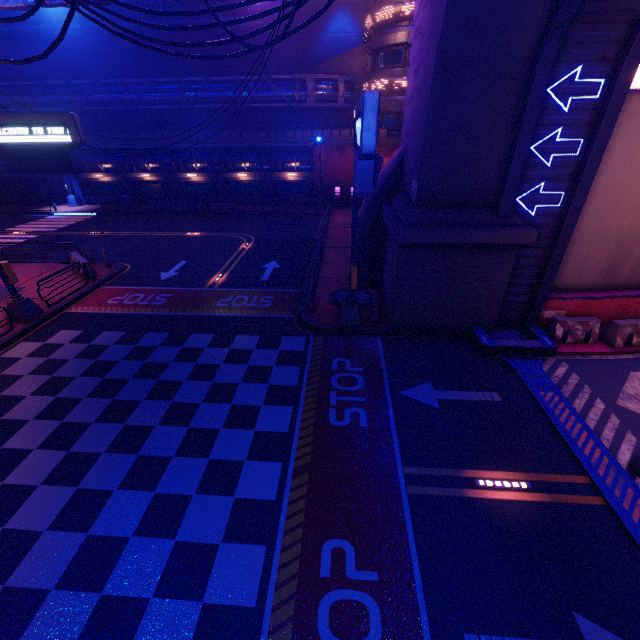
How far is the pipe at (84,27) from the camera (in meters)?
28.39

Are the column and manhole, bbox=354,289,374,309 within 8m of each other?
no

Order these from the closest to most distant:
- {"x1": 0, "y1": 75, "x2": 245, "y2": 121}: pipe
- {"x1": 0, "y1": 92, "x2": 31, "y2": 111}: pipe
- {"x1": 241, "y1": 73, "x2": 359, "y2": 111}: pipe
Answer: {"x1": 241, "y1": 73, "x2": 359, "y2": 111}: pipe → {"x1": 0, "y1": 75, "x2": 245, "y2": 121}: pipe → {"x1": 0, "y1": 92, "x2": 31, "y2": 111}: pipe

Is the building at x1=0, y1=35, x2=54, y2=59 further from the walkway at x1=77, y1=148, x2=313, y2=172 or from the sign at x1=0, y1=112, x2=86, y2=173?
the sign at x1=0, y1=112, x2=86, y2=173

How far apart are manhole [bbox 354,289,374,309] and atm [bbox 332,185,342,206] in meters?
19.0 m

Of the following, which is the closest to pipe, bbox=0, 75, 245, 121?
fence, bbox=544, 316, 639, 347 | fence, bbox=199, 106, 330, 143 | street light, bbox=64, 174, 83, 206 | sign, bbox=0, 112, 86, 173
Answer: fence, bbox=199, 106, 330, 143

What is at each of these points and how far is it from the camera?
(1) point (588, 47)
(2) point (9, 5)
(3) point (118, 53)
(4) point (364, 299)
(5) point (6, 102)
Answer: (1) tunnel, 8.22m
(2) sign, 11.12m
(3) building, 37.34m
(4) manhole, 14.44m
(5) pipe, 29.03m

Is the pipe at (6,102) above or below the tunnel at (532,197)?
above
